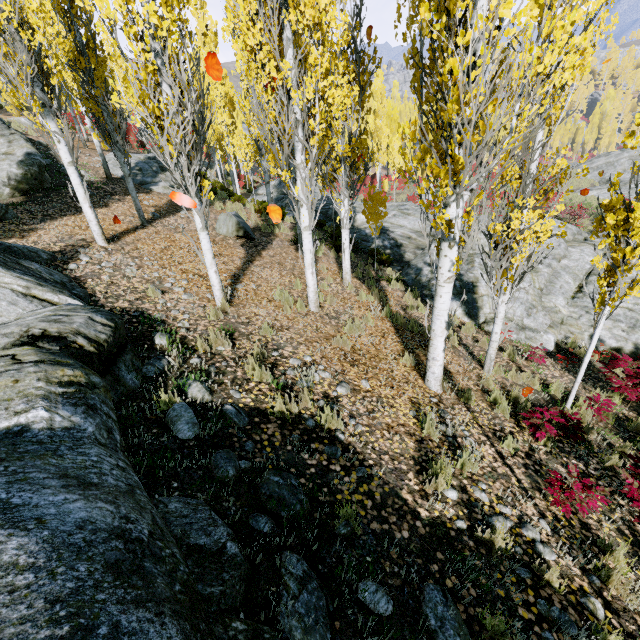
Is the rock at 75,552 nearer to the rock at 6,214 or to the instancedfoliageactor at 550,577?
the instancedfoliageactor at 550,577

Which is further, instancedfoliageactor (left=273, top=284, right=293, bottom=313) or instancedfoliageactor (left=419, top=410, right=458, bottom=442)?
instancedfoliageactor (left=273, top=284, right=293, bottom=313)

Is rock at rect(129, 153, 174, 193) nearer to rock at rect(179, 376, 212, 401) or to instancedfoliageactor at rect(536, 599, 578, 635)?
instancedfoliageactor at rect(536, 599, 578, 635)

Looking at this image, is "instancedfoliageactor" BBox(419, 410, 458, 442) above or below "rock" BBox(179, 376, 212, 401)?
below

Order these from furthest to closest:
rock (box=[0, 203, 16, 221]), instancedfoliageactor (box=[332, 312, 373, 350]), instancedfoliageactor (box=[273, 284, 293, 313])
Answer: rock (box=[0, 203, 16, 221]) < instancedfoliageactor (box=[273, 284, 293, 313]) < instancedfoliageactor (box=[332, 312, 373, 350])

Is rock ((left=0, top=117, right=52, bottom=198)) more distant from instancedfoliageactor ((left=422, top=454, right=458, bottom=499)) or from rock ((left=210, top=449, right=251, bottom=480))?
rock ((left=210, top=449, right=251, bottom=480))

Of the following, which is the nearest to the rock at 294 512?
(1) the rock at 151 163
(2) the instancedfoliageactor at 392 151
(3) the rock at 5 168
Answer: (2) the instancedfoliageactor at 392 151

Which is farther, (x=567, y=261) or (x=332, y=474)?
(x=567, y=261)
